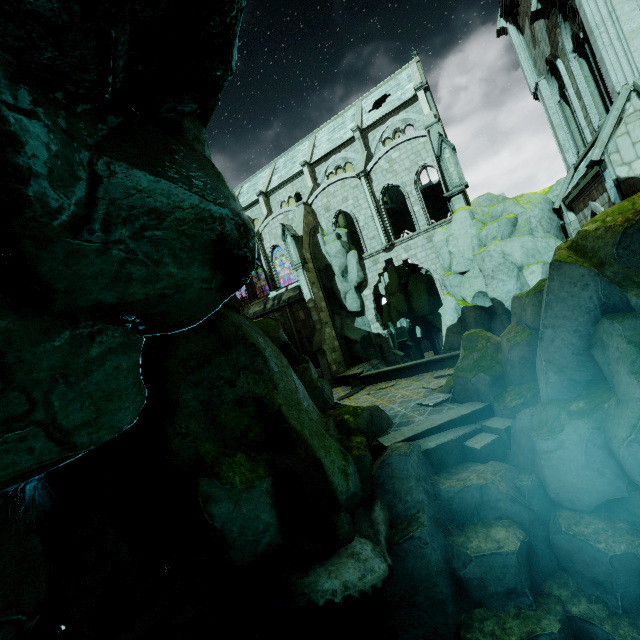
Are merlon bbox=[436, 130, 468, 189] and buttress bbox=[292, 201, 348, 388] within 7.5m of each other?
no

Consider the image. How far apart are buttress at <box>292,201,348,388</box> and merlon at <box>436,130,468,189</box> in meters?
11.0 m

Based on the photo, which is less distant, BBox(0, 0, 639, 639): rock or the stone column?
BBox(0, 0, 639, 639): rock

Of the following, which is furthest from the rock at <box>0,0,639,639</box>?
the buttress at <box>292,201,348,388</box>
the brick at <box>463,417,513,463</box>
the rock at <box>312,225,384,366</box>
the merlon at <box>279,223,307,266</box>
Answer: the merlon at <box>279,223,307,266</box>

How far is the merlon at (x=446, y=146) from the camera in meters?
18.6

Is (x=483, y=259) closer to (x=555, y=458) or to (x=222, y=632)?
(x=555, y=458)

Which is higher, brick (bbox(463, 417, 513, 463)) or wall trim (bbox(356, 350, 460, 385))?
wall trim (bbox(356, 350, 460, 385))

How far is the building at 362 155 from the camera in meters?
24.3 m
